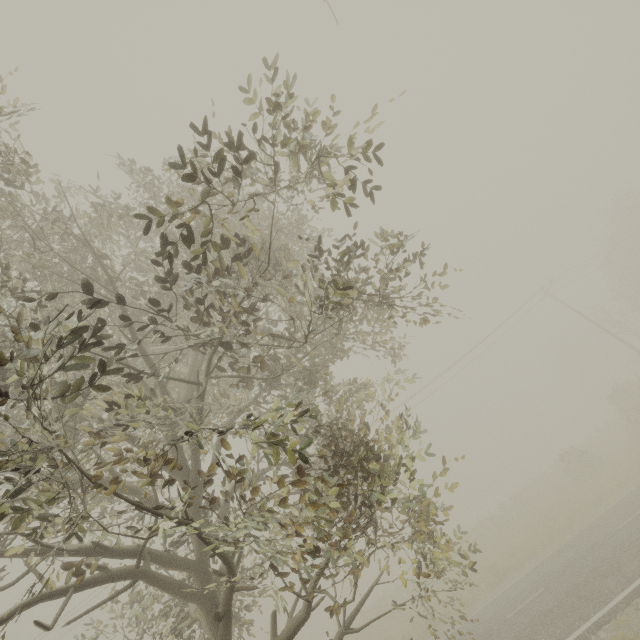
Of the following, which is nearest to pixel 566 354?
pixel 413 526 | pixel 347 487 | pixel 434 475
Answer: pixel 413 526
